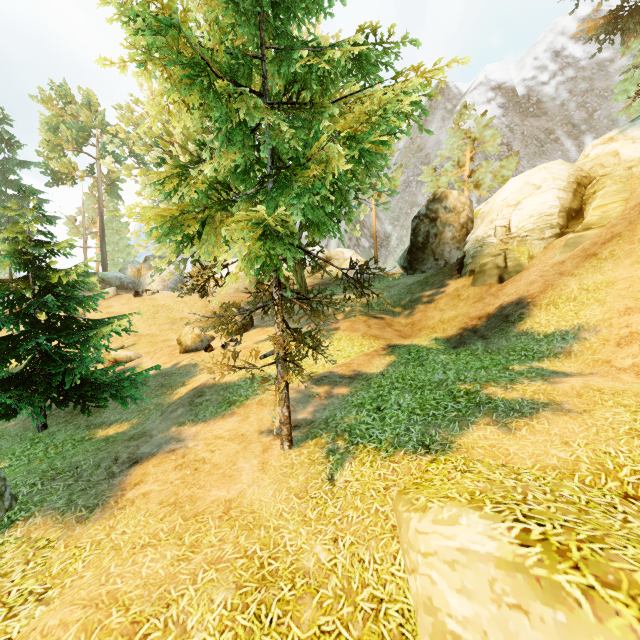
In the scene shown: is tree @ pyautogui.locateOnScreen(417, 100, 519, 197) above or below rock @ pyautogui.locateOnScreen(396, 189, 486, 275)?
above

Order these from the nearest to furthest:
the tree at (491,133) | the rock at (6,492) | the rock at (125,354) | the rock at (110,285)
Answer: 1. the rock at (6,492)
2. the rock at (125,354)
3. the tree at (491,133)
4. the rock at (110,285)

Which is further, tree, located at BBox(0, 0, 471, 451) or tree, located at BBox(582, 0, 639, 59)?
tree, located at BBox(582, 0, 639, 59)

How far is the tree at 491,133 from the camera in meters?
30.3 m

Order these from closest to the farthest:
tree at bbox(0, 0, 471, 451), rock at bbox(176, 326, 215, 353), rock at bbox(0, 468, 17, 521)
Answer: tree at bbox(0, 0, 471, 451), rock at bbox(0, 468, 17, 521), rock at bbox(176, 326, 215, 353)

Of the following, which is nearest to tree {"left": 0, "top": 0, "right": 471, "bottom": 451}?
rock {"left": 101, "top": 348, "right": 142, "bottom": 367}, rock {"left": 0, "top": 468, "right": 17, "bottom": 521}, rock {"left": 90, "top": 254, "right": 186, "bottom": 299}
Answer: rock {"left": 101, "top": 348, "right": 142, "bottom": 367}

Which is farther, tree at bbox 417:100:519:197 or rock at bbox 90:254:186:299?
rock at bbox 90:254:186:299

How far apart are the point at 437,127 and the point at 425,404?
45.08m
